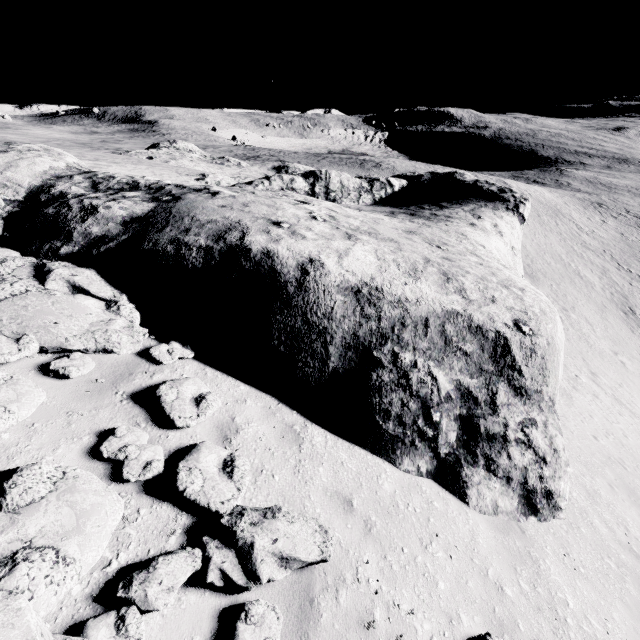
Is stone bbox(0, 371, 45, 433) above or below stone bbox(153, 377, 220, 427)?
above

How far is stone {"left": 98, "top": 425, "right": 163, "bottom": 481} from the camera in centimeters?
396cm

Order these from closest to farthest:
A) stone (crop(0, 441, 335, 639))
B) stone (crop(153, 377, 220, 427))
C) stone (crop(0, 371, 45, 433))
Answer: stone (crop(0, 441, 335, 639)) → stone (crop(0, 371, 45, 433)) → stone (crop(153, 377, 220, 427))

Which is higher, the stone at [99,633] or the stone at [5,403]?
the stone at [5,403]

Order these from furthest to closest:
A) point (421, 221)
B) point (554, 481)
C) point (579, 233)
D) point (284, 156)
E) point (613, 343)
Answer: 1. point (284, 156)
2. point (579, 233)
3. point (613, 343)
4. point (421, 221)
5. point (554, 481)

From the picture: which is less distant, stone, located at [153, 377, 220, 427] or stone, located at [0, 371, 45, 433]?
stone, located at [0, 371, 45, 433]
